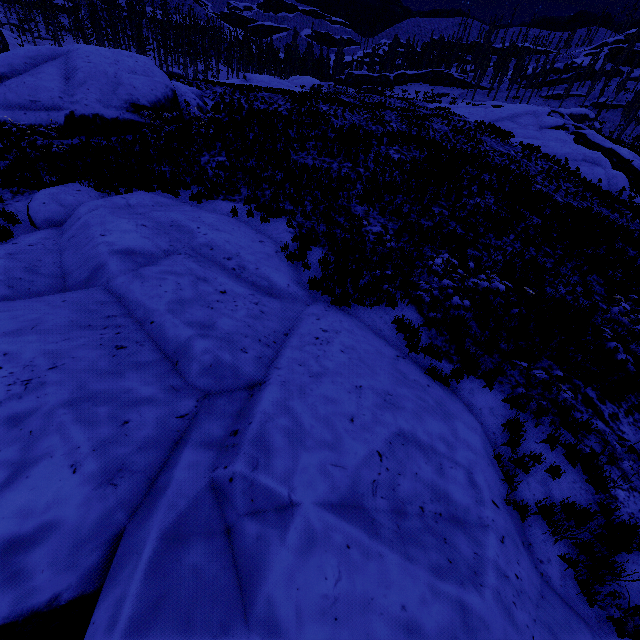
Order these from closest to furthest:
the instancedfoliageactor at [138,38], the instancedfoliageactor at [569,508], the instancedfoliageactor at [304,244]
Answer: the instancedfoliageactor at [569,508]
the instancedfoliageactor at [304,244]
the instancedfoliageactor at [138,38]

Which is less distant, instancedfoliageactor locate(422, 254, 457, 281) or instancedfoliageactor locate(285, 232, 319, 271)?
instancedfoliageactor locate(422, 254, 457, 281)

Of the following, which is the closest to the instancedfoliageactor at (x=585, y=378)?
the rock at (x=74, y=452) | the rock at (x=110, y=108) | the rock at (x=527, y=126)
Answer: the rock at (x=74, y=452)

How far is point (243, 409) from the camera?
4.6 meters

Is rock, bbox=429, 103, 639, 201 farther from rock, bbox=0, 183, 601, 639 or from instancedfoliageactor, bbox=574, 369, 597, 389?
rock, bbox=0, 183, 601, 639

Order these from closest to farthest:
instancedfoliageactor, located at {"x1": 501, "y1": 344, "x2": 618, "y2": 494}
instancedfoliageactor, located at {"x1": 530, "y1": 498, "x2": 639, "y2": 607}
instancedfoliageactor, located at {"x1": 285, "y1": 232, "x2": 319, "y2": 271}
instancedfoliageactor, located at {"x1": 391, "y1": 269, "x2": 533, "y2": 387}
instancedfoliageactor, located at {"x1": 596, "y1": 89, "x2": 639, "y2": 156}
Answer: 1. instancedfoliageactor, located at {"x1": 530, "y1": 498, "x2": 639, "y2": 607}
2. instancedfoliageactor, located at {"x1": 501, "y1": 344, "x2": 618, "y2": 494}
3. instancedfoliageactor, located at {"x1": 391, "y1": 269, "x2": 533, "y2": 387}
4. instancedfoliageactor, located at {"x1": 285, "y1": 232, "x2": 319, "y2": 271}
5. instancedfoliageactor, located at {"x1": 596, "y1": 89, "x2": 639, "y2": 156}

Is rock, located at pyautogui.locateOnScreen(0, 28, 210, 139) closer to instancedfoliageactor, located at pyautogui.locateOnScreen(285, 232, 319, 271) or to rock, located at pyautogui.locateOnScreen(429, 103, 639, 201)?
instancedfoliageactor, located at pyautogui.locateOnScreen(285, 232, 319, 271)
